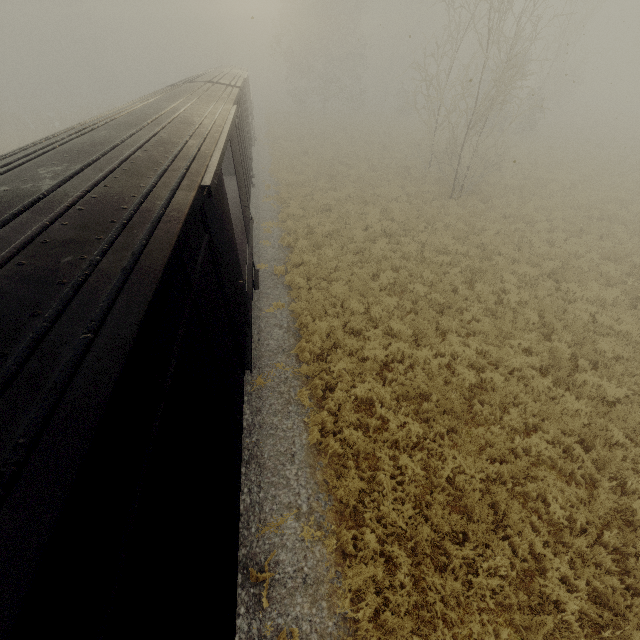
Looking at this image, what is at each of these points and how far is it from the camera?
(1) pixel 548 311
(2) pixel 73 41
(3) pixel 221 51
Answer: (1) tree, 9.84m
(2) tree, 49.91m
(3) tree, 53.88m

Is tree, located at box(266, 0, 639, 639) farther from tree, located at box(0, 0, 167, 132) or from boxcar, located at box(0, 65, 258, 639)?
tree, located at box(0, 0, 167, 132)

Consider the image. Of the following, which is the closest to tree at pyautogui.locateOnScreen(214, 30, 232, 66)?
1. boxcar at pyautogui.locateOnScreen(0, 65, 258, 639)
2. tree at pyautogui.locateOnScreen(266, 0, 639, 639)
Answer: tree at pyautogui.locateOnScreen(266, 0, 639, 639)

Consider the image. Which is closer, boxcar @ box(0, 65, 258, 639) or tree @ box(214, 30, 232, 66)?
boxcar @ box(0, 65, 258, 639)

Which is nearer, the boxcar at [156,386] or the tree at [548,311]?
the boxcar at [156,386]

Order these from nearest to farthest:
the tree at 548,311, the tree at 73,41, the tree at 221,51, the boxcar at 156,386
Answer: the boxcar at 156,386
the tree at 548,311
the tree at 73,41
the tree at 221,51
